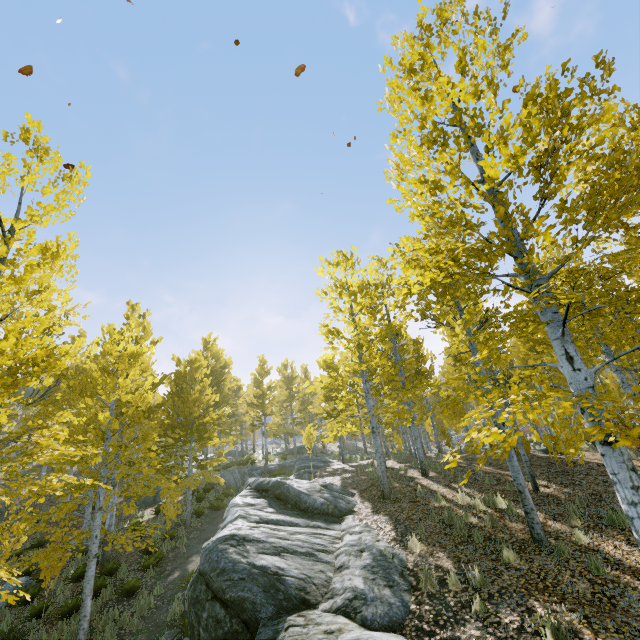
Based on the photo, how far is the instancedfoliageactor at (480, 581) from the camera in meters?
5.7

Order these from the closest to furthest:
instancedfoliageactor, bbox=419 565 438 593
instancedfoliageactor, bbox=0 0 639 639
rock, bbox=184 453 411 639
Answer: instancedfoliageactor, bbox=0 0 639 639, rock, bbox=184 453 411 639, instancedfoliageactor, bbox=419 565 438 593

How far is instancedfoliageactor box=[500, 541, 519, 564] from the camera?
6.3 meters

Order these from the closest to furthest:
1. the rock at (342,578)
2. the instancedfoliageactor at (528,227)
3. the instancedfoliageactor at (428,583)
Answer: the instancedfoliageactor at (528,227) < the rock at (342,578) < the instancedfoliageactor at (428,583)

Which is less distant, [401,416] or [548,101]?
[548,101]
